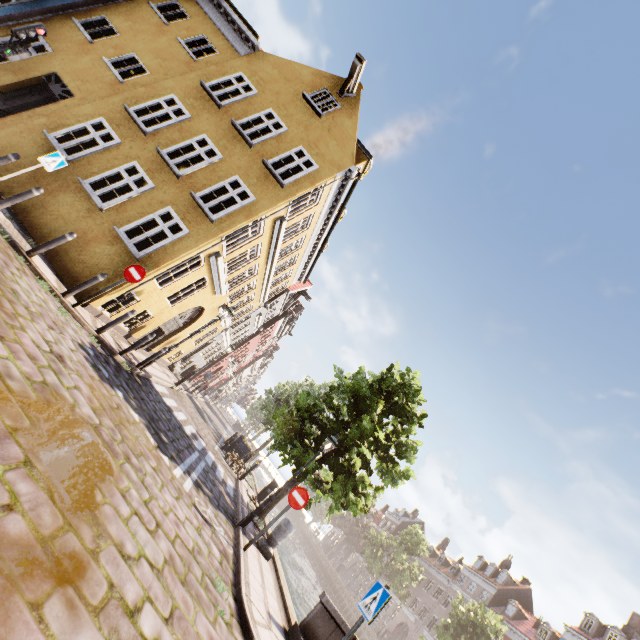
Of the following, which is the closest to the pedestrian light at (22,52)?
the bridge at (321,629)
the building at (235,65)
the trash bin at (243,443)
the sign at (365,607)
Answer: the building at (235,65)

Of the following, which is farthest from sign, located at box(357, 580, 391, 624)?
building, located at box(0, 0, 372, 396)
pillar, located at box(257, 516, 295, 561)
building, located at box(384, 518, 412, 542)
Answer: building, located at box(384, 518, 412, 542)

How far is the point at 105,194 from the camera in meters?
10.3

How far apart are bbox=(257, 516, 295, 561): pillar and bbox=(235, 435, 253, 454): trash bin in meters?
9.3 m

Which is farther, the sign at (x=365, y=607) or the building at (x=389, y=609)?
the building at (x=389, y=609)

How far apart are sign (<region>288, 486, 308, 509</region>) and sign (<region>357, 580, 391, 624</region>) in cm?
329

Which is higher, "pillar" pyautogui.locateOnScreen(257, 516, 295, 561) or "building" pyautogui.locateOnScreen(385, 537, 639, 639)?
"building" pyautogui.locateOnScreen(385, 537, 639, 639)

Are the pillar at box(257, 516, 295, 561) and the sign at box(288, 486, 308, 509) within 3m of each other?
yes
